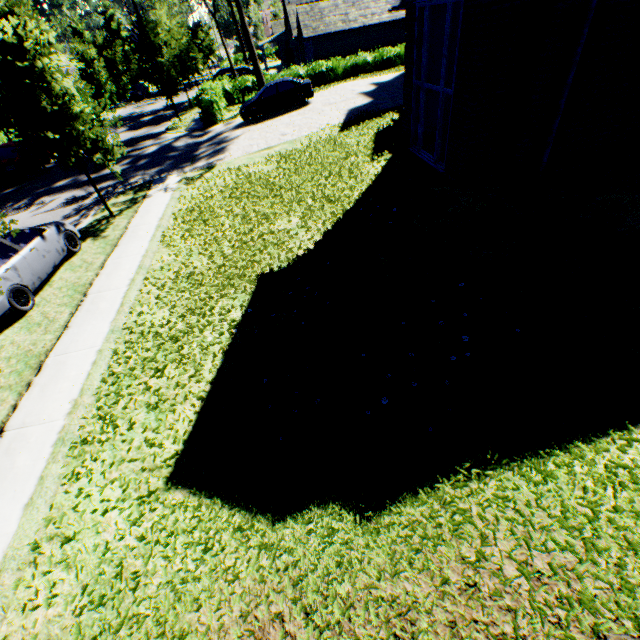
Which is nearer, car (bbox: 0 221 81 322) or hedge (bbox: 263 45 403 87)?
car (bbox: 0 221 81 322)

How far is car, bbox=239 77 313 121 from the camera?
19.8 meters

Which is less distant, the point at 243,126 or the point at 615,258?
the point at 615,258

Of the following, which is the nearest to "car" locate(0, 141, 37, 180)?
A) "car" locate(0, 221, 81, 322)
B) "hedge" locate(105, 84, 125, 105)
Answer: "car" locate(0, 221, 81, 322)

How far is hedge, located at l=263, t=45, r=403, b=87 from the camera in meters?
28.8

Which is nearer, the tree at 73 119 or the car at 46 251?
the car at 46 251

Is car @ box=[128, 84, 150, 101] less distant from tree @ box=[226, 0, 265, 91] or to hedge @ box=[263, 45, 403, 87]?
tree @ box=[226, 0, 265, 91]

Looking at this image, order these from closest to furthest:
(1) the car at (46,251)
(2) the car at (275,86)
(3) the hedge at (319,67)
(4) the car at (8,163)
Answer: A:
1. (1) the car at (46,251)
2. (4) the car at (8,163)
3. (2) the car at (275,86)
4. (3) the hedge at (319,67)
